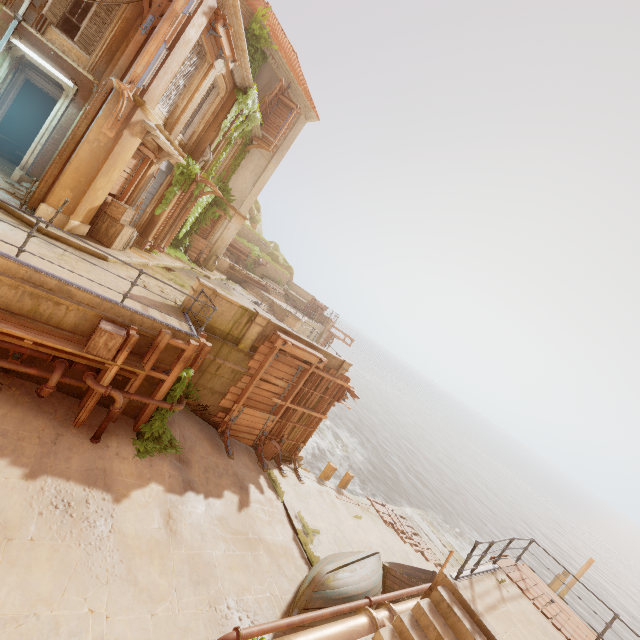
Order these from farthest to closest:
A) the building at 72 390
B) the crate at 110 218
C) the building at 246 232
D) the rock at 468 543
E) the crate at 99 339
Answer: the building at 246 232
the rock at 468 543
the crate at 110 218
the building at 72 390
the crate at 99 339

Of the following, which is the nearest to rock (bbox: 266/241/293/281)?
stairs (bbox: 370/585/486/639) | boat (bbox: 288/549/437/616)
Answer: boat (bbox: 288/549/437/616)

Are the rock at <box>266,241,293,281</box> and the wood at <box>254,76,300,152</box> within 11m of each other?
no

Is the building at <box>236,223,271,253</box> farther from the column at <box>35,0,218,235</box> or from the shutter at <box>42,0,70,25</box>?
the shutter at <box>42,0,70,25</box>

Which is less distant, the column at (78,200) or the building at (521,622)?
the building at (521,622)

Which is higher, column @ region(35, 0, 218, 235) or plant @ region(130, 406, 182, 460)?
column @ region(35, 0, 218, 235)

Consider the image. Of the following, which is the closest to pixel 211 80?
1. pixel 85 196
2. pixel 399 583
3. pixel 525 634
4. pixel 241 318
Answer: pixel 85 196

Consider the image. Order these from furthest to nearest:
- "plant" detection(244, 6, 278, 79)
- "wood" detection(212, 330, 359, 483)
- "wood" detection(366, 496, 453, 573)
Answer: "wood" detection(366, 496, 453, 573) < "plant" detection(244, 6, 278, 79) < "wood" detection(212, 330, 359, 483)
